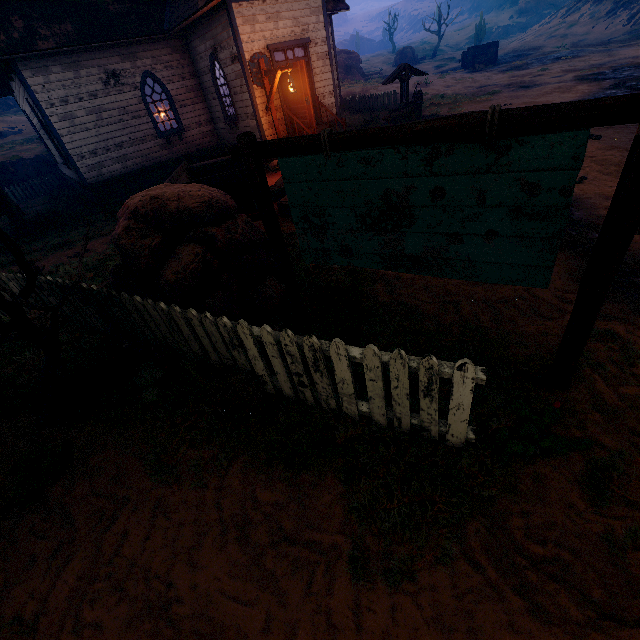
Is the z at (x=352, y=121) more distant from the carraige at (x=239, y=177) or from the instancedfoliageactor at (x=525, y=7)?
the instancedfoliageactor at (x=525, y=7)

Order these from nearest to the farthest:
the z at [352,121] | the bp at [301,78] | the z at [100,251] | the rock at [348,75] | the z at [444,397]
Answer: the z at [444,397] < the z at [100,251] < the bp at [301,78] < the z at [352,121] < the rock at [348,75]

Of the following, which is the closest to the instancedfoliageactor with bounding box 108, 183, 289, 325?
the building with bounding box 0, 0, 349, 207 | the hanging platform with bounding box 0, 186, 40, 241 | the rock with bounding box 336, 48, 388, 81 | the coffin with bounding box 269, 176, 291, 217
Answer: the coffin with bounding box 269, 176, 291, 217

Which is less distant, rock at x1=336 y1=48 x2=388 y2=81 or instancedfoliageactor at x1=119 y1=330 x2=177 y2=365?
instancedfoliageactor at x1=119 y1=330 x2=177 y2=365

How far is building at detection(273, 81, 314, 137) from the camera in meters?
12.0 m

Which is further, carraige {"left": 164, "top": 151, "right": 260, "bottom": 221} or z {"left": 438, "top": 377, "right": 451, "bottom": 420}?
carraige {"left": 164, "top": 151, "right": 260, "bottom": 221}

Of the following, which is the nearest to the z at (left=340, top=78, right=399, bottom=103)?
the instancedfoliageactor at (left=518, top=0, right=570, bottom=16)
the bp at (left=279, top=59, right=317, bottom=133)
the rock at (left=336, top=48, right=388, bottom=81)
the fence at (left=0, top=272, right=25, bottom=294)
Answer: the fence at (left=0, top=272, right=25, bottom=294)

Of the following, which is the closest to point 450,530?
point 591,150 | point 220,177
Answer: point 220,177
